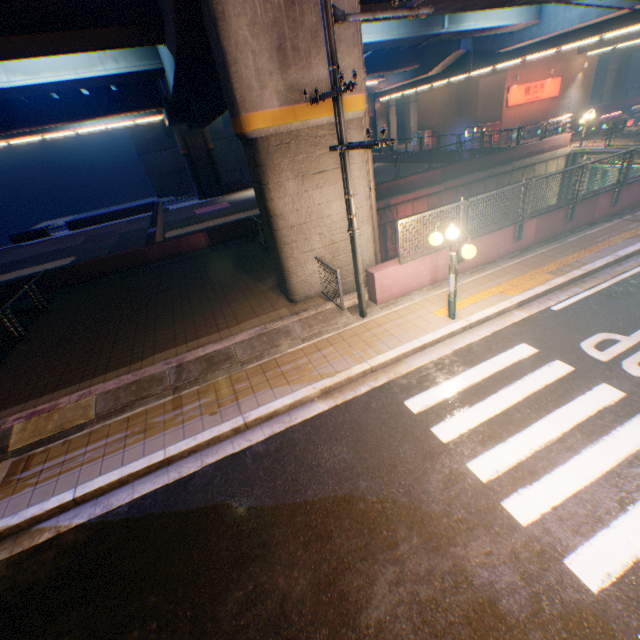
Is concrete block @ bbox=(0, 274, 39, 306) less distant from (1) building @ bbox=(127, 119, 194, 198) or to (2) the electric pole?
(1) building @ bbox=(127, 119, 194, 198)

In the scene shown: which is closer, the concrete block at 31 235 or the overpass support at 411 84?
the overpass support at 411 84

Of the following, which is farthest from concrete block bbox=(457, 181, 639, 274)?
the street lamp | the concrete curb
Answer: the street lamp

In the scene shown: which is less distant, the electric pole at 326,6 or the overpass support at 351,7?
the electric pole at 326,6

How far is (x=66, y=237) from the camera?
29.1m

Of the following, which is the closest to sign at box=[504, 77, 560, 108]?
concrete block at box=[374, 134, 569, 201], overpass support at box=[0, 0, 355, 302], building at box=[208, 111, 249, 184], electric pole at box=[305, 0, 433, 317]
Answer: overpass support at box=[0, 0, 355, 302]

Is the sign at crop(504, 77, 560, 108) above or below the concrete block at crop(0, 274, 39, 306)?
above

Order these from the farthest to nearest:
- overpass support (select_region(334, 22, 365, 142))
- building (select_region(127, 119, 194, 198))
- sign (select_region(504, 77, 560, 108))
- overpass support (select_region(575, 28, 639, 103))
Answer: building (select_region(127, 119, 194, 198)) → sign (select_region(504, 77, 560, 108)) → overpass support (select_region(575, 28, 639, 103)) → overpass support (select_region(334, 22, 365, 142))
